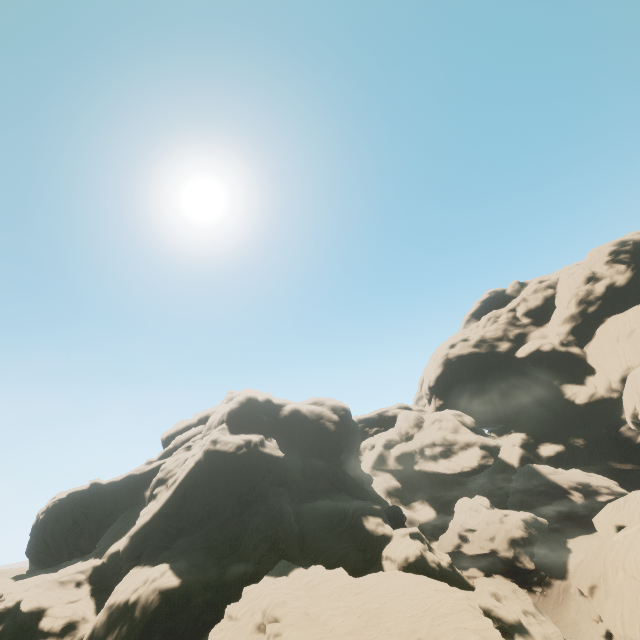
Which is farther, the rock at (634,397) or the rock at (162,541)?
the rock at (634,397)

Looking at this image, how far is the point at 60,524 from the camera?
57.5m

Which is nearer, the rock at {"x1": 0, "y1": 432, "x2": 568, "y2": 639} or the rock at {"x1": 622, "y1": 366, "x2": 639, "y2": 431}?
the rock at {"x1": 0, "y1": 432, "x2": 568, "y2": 639}

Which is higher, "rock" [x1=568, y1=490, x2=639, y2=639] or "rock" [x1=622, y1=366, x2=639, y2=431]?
"rock" [x1=622, y1=366, x2=639, y2=431]

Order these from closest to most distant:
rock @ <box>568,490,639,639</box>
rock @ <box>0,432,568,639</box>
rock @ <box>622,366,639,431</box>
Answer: rock @ <box>0,432,568,639</box>, rock @ <box>568,490,639,639</box>, rock @ <box>622,366,639,431</box>
